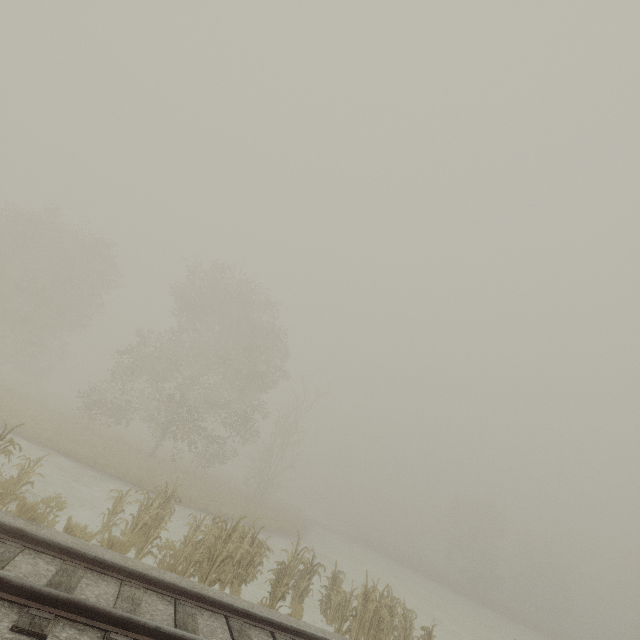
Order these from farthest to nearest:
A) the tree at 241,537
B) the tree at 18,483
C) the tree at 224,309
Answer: the tree at 224,309 < the tree at 241,537 < the tree at 18,483

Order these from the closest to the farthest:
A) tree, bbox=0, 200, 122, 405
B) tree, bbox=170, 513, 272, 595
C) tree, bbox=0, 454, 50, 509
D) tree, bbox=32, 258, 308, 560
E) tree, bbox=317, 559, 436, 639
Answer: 1. tree, bbox=0, 454, 50, 509
2. tree, bbox=170, 513, 272, 595
3. tree, bbox=317, 559, 436, 639
4. tree, bbox=32, 258, 308, 560
5. tree, bbox=0, 200, 122, 405

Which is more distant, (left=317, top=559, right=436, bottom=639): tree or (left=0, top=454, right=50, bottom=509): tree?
(left=317, top=559, right=436, bottom=639): tree

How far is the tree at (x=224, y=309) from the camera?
14.46m

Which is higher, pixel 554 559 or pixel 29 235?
pixel 29 235

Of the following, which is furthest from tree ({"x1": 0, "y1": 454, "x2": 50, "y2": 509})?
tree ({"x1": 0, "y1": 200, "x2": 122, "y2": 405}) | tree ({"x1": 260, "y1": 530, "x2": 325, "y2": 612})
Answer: tree ({"x1": 0, "y1": 200, "x2": 122, "y2": 405})
